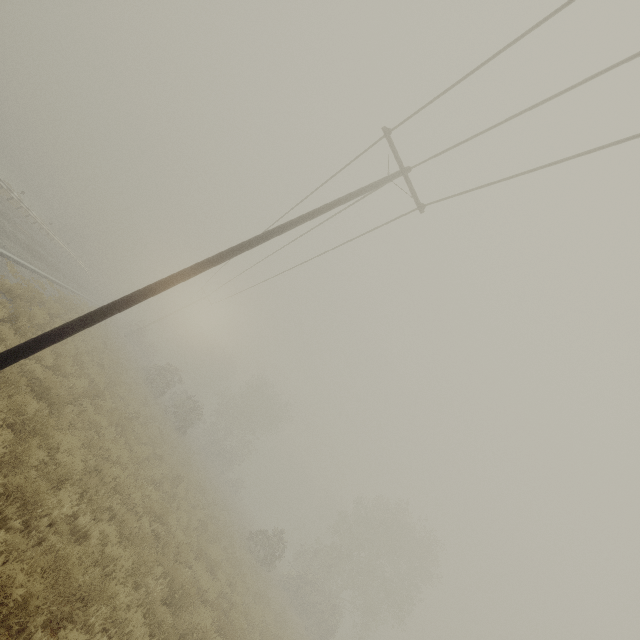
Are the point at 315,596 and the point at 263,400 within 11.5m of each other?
no
